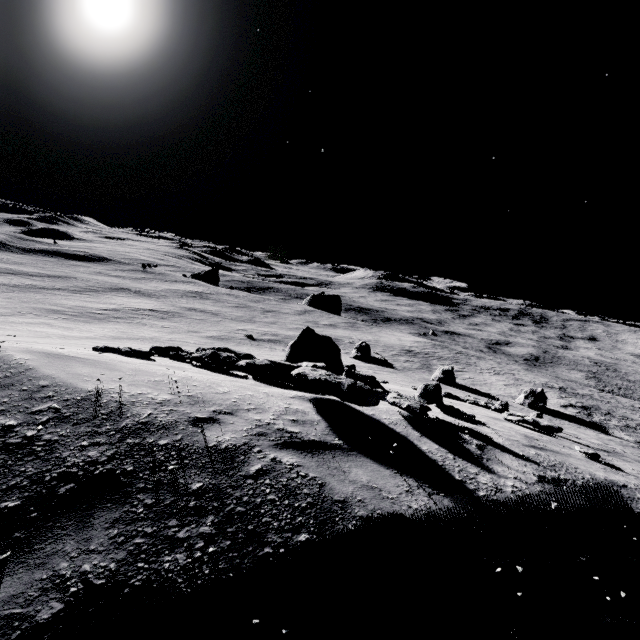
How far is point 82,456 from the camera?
3.10m

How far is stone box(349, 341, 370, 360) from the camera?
42.8 meters

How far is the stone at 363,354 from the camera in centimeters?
4275cm
